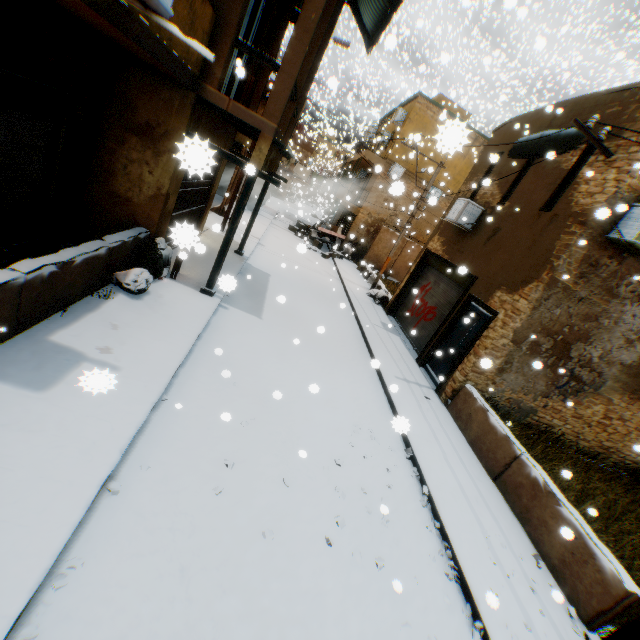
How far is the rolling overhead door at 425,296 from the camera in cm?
1112

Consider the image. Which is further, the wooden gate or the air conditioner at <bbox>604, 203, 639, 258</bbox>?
the air conditioner at <bbox>604, 203, 639, 258</bbox>

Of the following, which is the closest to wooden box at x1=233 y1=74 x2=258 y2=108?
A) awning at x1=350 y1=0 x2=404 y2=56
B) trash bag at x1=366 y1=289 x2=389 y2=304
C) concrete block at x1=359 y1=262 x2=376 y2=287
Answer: awning at x1=350 y1=0 x2=404 y2=56

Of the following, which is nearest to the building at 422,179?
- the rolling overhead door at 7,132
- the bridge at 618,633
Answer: the rolling overhead door at 7,132

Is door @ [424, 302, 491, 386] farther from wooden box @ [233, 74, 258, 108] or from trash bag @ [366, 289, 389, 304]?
wooden box @ [233, 74, 258, 108]

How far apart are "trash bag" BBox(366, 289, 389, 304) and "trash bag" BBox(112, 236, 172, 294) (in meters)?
3.12

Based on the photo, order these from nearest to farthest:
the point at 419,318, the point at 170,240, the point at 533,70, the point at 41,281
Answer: the point at 41,281 → the point at 170,240 → the point at 419,318 → the point at 533,70

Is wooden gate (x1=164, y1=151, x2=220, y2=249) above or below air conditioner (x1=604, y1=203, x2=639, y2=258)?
below
